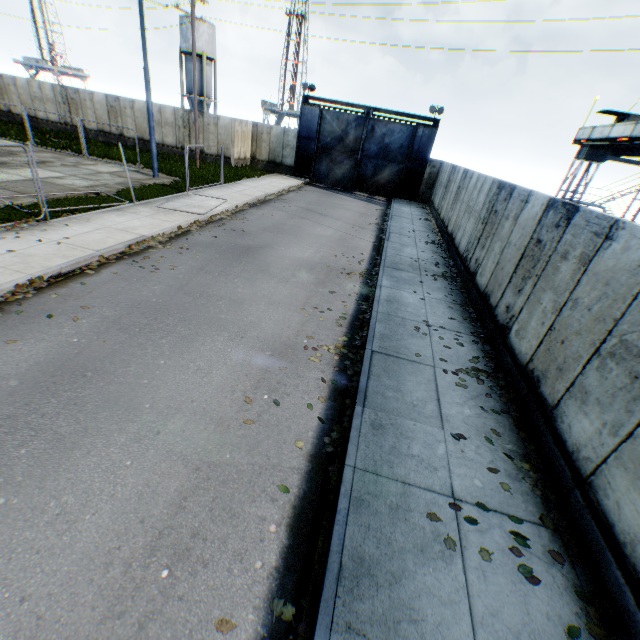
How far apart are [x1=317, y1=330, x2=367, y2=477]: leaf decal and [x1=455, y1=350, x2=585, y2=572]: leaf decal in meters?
1.9

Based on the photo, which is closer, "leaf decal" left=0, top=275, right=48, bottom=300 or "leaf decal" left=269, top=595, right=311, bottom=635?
"leaf decal" left=269, top=595, right=311, bottom=635

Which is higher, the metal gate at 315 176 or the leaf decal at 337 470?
the metal gate at 315 176

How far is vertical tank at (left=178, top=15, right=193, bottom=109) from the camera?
37.2 meters

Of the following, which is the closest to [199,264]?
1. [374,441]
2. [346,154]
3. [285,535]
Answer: [374,441]

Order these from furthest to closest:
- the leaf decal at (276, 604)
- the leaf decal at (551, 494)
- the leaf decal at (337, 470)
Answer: the leaf decal at (337, 470)
the leaf decal at (551, 494)
the leaf decal at (276, 604)

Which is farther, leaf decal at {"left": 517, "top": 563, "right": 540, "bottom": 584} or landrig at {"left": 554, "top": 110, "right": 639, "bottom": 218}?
landrig at {"left": 554, "top": 110, "right": 639, "bottom": 218}

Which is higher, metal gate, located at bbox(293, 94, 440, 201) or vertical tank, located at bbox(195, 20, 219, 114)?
vertical tank, located at bbox(195, 20, 219, 114)
